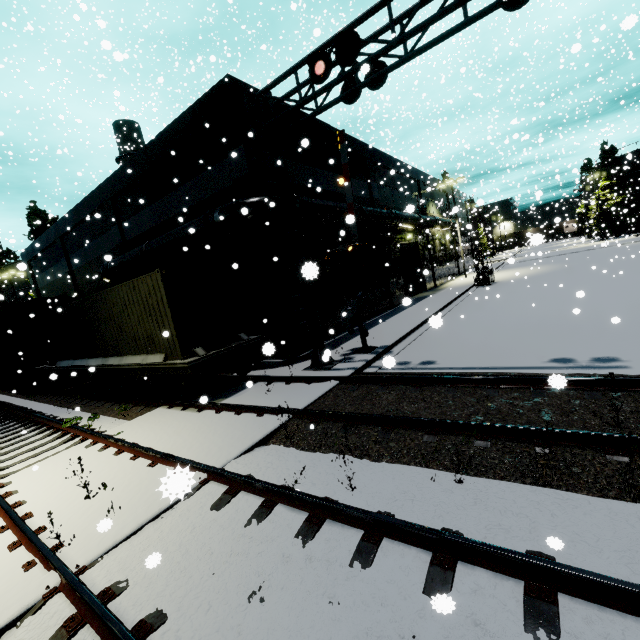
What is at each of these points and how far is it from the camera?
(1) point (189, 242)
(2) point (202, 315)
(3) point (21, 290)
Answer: (1) pipe, 13.30m
(2) cargo container door, 9.83m
(3) silo, 36.41m

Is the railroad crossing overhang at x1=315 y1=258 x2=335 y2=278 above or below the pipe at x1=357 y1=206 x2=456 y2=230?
below

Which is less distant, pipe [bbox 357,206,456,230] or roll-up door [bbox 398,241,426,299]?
pipe [bbox 357,206,456,230]

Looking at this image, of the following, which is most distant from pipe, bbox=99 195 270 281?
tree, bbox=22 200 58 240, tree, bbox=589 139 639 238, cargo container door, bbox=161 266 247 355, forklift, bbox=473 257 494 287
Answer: tree, bbox=22 200 58 240

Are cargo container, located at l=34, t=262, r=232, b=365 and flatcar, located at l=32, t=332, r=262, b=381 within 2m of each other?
yes

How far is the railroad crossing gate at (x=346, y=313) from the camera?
10.7m

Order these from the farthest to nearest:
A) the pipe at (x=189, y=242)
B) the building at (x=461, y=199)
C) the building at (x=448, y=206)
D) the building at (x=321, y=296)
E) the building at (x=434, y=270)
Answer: the building at (x=461, y=199)
the building at (x=434, y=270)
the building at (x=448, y=206)
the building at (x=321, y=296)
the pipe at (x=189, y=242)

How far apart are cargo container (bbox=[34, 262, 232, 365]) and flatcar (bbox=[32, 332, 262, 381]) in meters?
0.0 m
